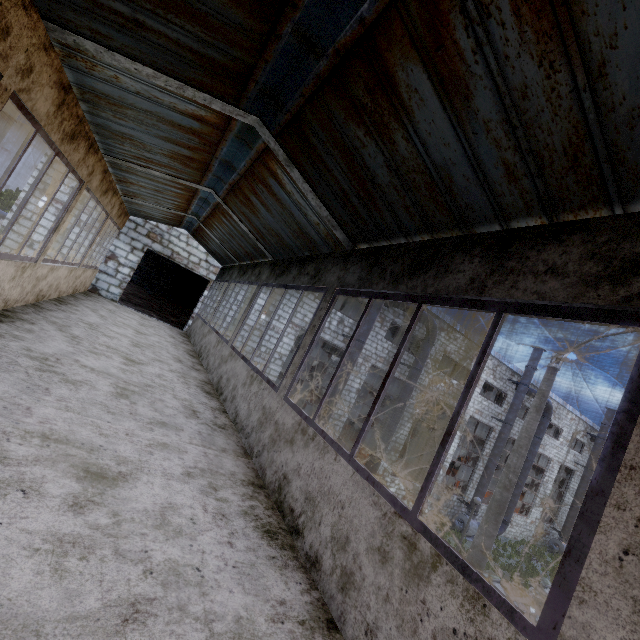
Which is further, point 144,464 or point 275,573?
point 144,464

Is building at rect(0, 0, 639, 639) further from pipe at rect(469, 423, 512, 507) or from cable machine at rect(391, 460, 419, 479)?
pipe at rect(469, 423, 512, 507)

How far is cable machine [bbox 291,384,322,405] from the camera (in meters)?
30.55

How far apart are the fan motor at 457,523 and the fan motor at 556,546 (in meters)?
11.26

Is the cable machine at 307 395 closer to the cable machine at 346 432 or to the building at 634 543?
the cable machine at 346 432

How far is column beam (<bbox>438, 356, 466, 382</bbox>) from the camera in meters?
28.1 m

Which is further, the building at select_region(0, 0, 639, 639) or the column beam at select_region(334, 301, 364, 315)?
the column beam at select_region(334, 301, 364, 315)

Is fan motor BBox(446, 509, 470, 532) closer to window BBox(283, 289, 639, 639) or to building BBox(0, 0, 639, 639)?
building BBox(0, 0, 639, 639)
